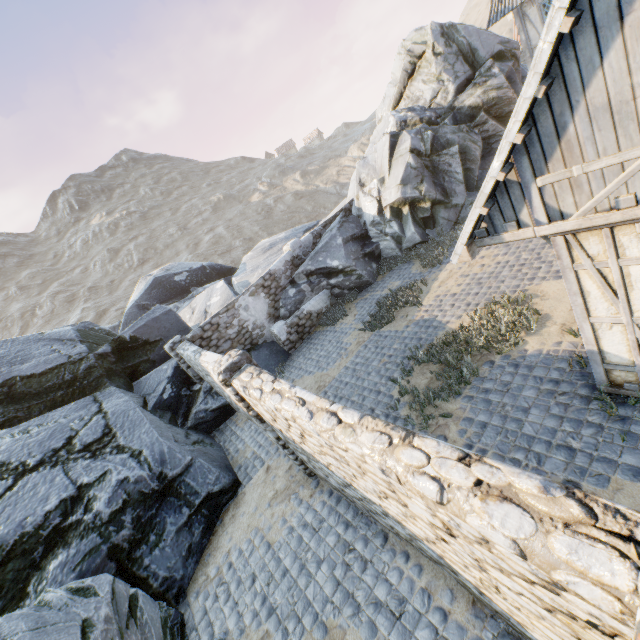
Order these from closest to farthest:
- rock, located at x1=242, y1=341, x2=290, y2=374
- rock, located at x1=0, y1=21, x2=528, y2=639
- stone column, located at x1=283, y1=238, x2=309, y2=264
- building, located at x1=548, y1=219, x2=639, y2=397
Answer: building, located at x1=548, y1=219, x2=639, y2=397 → rock, located at x1=0, y1=21, x2=528, y2=639 → rock, located at x1=242, y1=341, x2=290, y2=374 → stone column, located at x1=283, y1=238, x2=309, y2=264

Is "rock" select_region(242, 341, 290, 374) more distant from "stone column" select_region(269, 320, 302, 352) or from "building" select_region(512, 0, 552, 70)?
"building" select_region(512, 0, 552, 70)

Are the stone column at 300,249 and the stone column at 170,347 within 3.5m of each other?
no

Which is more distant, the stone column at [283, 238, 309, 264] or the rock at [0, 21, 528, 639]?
the stone column at [283, 238, 309, 264]

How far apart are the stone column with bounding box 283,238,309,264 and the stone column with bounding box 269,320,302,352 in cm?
275

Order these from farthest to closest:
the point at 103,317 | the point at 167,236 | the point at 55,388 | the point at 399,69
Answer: the point at 167,236
the point at 103,317
the point at 399,69
the point at 55,388

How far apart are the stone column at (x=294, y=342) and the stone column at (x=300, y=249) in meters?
2.7

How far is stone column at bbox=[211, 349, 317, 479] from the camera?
5.9 meters
